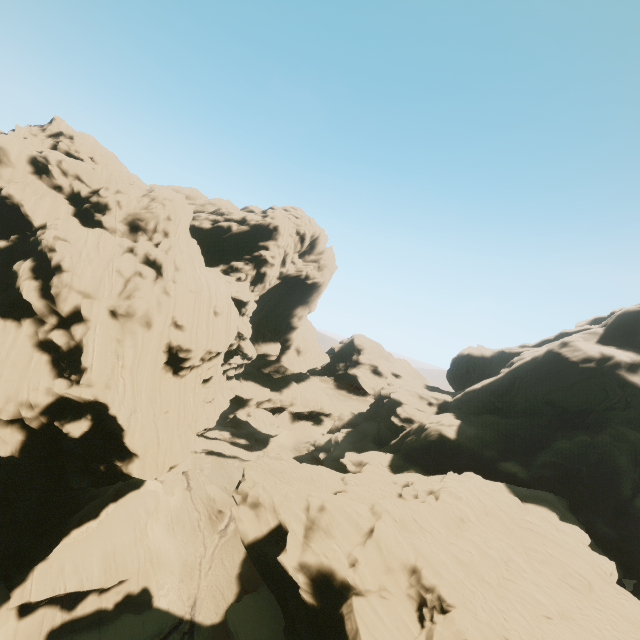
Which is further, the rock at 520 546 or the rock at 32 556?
the rock at 32 556

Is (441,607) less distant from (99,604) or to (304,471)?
(304,471)

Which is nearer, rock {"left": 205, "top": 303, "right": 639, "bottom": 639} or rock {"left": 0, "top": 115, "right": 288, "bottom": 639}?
rock {"left": 205, "top": 303, "right": 639, "bottom": 639}
